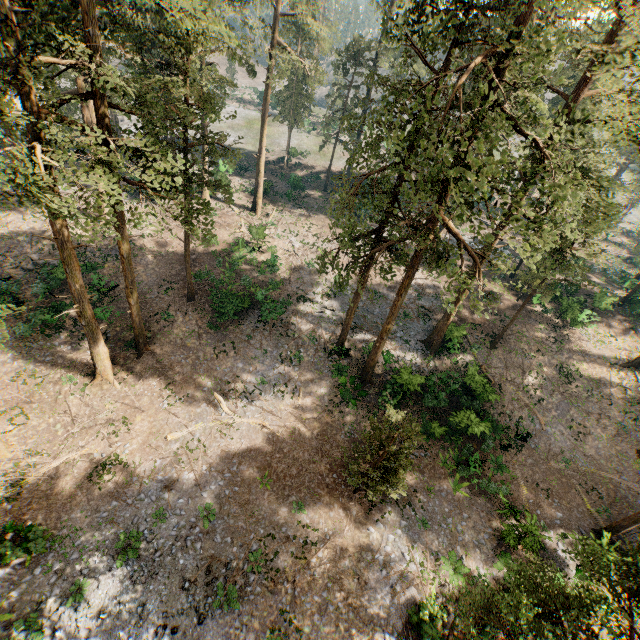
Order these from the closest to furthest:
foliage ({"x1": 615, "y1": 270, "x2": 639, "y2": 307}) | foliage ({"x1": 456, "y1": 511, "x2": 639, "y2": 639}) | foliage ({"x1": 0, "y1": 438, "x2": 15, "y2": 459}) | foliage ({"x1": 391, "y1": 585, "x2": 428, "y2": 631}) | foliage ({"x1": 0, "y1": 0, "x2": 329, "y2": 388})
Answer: foliage ({"x1": 456, "y1": 511, "x2": 639, "y2": 639}), foliage ({"x1": 0, "y1": 0, "x2": 329, "y2": 388}), foliage ({"x1": 391, "y1": 585, "x2": 428, "y2": 631}), foliage ({"x1": 0, "y1": 438, "x2": 15, "y2": 459}), foliage ({"x1": 615, "y1": 270, "x2": 639, "y2": 307})

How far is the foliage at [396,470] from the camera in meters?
15.6 m

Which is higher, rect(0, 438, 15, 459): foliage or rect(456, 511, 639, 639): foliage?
rect(456, 511, 639, 639): foliage

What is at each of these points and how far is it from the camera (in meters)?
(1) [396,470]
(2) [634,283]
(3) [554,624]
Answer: (1) foliage, 18.06
(2) foliage, 40.16
(3) foliage, 11.09

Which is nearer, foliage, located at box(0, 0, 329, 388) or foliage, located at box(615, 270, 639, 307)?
foliage, located at box(0, 0, 329, 388)

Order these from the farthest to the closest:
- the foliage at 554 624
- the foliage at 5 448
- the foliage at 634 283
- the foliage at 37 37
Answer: the foliage at 634 283
the foliage at 5 448
the foliage at 37 37
the foliage at 554 624
